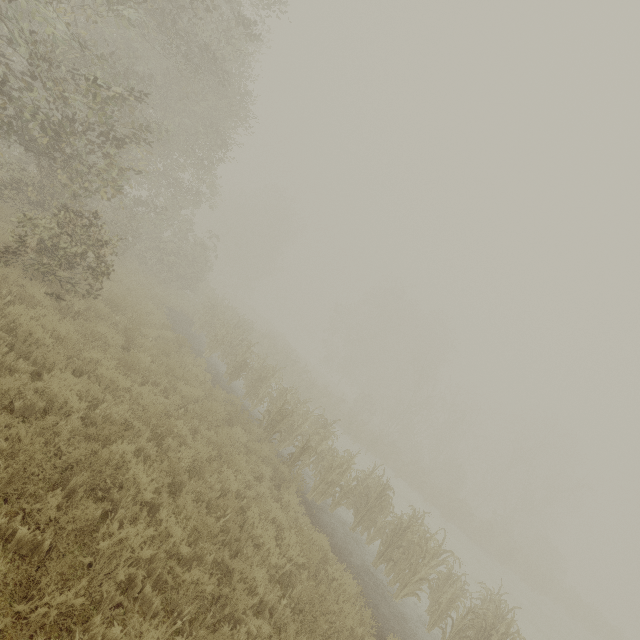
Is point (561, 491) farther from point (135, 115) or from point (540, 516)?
point (135, 115)
